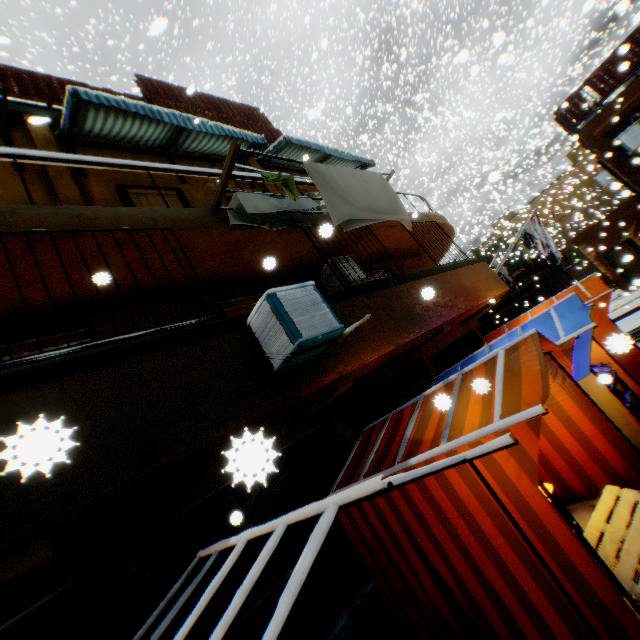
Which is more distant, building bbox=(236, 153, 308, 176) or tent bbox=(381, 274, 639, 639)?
building bbox=(236, 153, 308, 176)

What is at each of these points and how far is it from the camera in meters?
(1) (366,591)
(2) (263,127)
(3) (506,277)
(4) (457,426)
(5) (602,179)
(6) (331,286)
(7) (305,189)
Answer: (1) building, 5.9
(2) wooden shield, 11.5
(3) flag, 14.9
(4) tent, 3.4
(5) air conditioner, 18.2
(6) air conditioner, 7.8
(7) building, 10.6

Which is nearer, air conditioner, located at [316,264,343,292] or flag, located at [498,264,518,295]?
air conditioner, located at [316,264,343,292]

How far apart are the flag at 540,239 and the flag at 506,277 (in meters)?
0.59

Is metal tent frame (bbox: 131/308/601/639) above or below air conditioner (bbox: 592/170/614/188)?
below

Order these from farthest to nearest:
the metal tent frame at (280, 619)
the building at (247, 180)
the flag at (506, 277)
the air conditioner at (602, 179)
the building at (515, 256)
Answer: the building at (515, 256) → the air conditioner at (602, 179) → the flag at (506, 277) → the building at (247, 180) → the metal tent frame at (280, 619)

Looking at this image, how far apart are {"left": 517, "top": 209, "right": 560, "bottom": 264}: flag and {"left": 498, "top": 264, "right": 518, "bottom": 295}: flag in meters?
0.6

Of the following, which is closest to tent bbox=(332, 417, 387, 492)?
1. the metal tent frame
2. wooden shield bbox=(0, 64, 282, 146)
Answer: the metal tent frame
